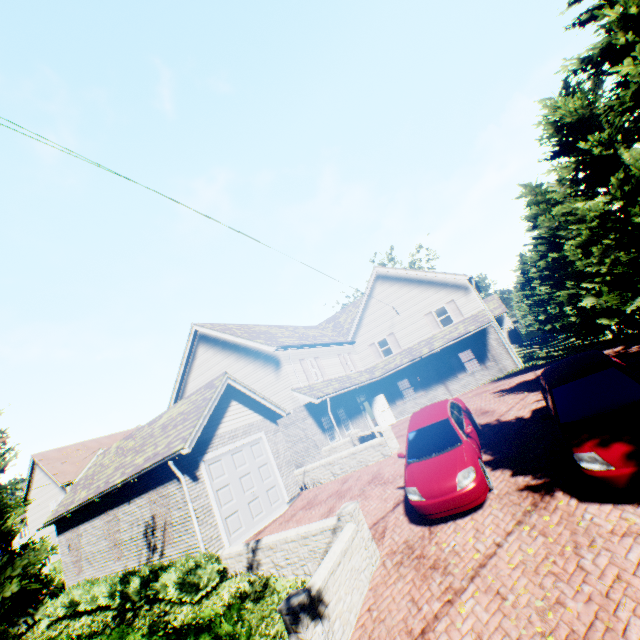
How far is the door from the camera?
23.3 meters

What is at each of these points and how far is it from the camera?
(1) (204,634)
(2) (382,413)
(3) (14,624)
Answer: (1) hedge, 5.0m
(2) door, 23.5m
(3) tree, 15.1m

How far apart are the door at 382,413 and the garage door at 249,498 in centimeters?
1164cm

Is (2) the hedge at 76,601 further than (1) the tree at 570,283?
Yes

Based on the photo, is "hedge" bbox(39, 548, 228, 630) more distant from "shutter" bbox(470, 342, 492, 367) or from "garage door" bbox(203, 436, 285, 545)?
"shutter" bbox(470, 342, 492, 367)

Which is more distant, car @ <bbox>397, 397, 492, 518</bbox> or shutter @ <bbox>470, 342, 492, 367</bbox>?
shutter @ <bbox>470, 342, 492, 367</bbox>

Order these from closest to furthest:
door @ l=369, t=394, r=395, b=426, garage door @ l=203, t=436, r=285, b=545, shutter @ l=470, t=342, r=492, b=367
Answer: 1. garage door @ l=203, t=436, r=285, b=545
2. shutter @ l=470, t=342, r=492, b=367
3. door @ l=369, t=394, r=395, b=426

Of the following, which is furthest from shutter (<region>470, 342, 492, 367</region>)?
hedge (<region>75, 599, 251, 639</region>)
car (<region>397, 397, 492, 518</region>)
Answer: hedge (<region>75, 599, 251, 639</region>)
